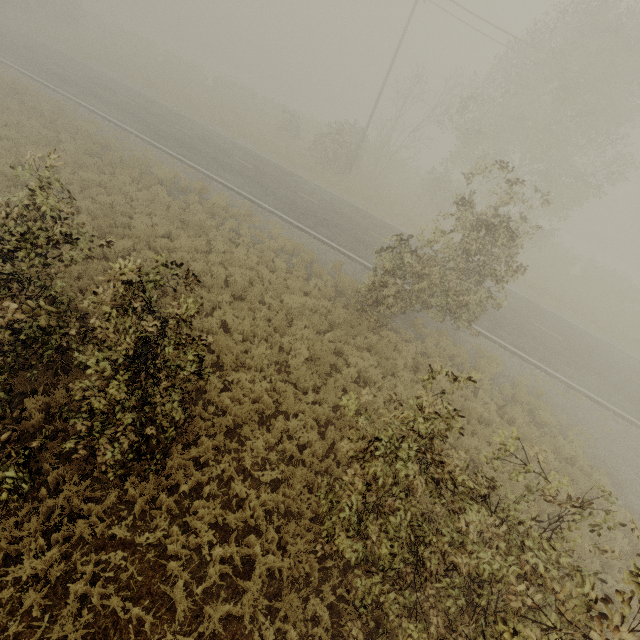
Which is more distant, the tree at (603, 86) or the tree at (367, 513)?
the tree at (603, 86)

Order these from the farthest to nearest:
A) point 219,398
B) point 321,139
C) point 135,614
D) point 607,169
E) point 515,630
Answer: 1. point 607,169
2. point 321,139
3. point 219,398
4. point 135,614
5. point 515,630

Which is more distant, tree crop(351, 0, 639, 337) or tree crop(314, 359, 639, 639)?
tree crop(351, 0, 639, 337)
